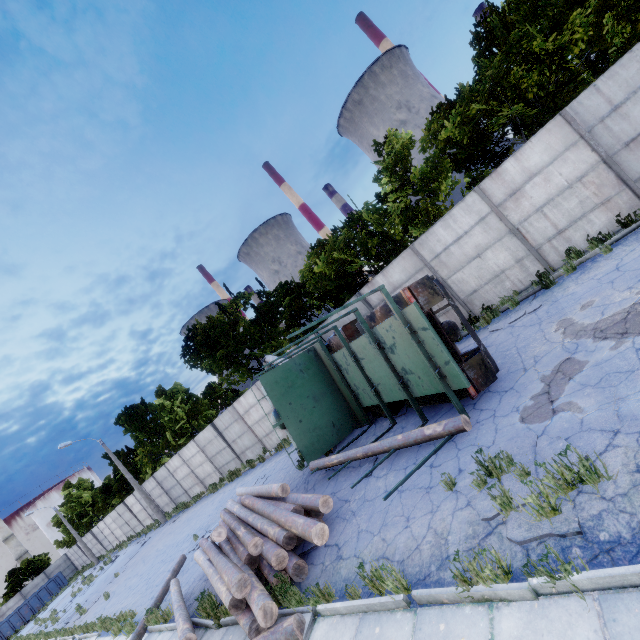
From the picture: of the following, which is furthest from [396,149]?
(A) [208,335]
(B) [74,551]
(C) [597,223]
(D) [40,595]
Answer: (B) [74,551]

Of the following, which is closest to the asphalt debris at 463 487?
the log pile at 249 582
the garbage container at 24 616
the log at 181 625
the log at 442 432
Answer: the log at 442 432

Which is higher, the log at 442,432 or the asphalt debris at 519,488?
the log at 442,432

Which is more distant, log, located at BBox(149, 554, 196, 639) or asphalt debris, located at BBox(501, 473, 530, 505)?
log, located at BBox(149, 554, 196, 639)

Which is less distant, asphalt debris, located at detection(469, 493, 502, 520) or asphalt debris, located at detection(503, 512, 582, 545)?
asphalt debris, located at detection(503, 512, 582, 545)

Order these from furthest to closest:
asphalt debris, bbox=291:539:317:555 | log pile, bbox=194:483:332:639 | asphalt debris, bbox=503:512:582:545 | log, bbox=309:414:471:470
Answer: asphalt debris, bbox=291:539:317:555, log, bbox=309:414:471:470, log pile, bbox=194:483:332:639, asphalt debris, bbox=503:512:582:545
